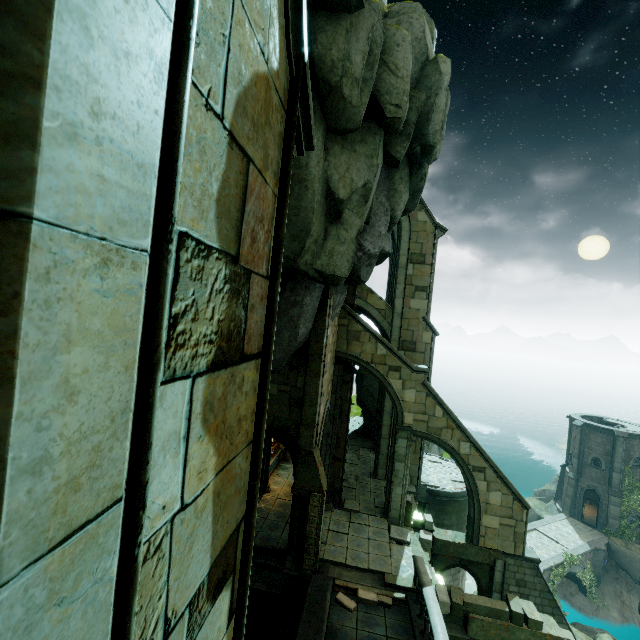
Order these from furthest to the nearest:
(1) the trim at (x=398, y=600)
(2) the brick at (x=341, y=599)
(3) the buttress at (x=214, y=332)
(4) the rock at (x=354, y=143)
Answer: (1) the trim at (x=398, y=600)
(2) the brick at (x=341, y=599)
(4) the rock at (x=354, y=143)
(3) the buttress at (x=214, y=332)

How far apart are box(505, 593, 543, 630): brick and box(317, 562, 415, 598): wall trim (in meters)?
1.26

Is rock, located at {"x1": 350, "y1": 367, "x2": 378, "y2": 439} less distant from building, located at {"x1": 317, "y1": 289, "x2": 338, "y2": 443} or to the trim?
building, located at {"x1": 317, "y1": 289, "x2": 338, "y2": 443}

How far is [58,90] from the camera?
0.7m

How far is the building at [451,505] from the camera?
19.22m

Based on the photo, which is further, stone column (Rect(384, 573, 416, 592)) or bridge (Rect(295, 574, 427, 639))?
stone column (Rect(384, 573, 416, 592))

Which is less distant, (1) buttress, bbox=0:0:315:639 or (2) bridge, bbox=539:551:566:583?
(1) buttress, bbox=0:0:315:639

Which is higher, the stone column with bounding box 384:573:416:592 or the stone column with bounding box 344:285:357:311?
the stone column with bounding box 344:285:357:311
